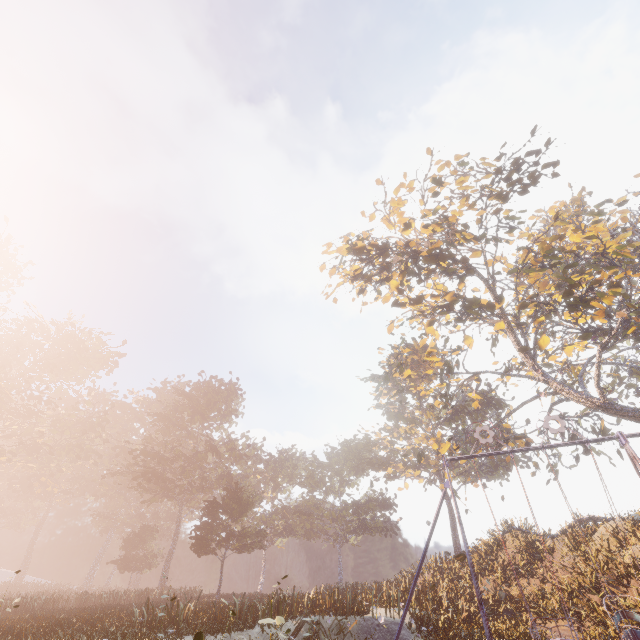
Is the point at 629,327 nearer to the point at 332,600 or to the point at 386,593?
the point at 386,593

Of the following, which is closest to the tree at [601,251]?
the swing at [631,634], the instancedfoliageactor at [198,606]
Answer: the swing at [631,634]

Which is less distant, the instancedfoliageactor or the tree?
the instancedfoliageactor

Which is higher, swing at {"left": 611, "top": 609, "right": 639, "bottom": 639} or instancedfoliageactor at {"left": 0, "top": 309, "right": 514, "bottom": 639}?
instancedfoliageactor at {"left": 0, "top": 309, "right": 514, "bottom": 639}

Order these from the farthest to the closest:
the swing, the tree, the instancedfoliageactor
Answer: the tree, the instancedfoliageactor, the swing

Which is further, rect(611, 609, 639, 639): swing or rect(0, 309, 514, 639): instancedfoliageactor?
rect(0, 309, 514, 639): instancedfoliageactor

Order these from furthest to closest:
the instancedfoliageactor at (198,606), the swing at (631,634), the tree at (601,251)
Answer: the tree at (601,251) → the instancedfoliageactor at (198,606) → the swing at (631,634)

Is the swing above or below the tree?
below
